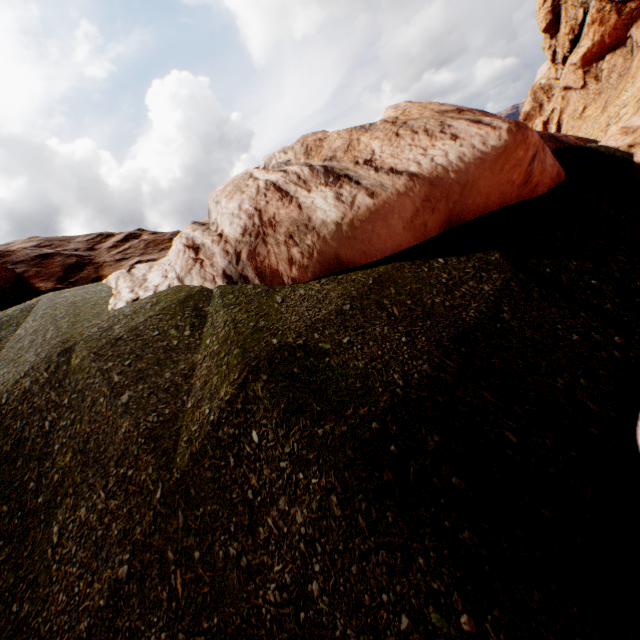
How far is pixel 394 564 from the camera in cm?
221
